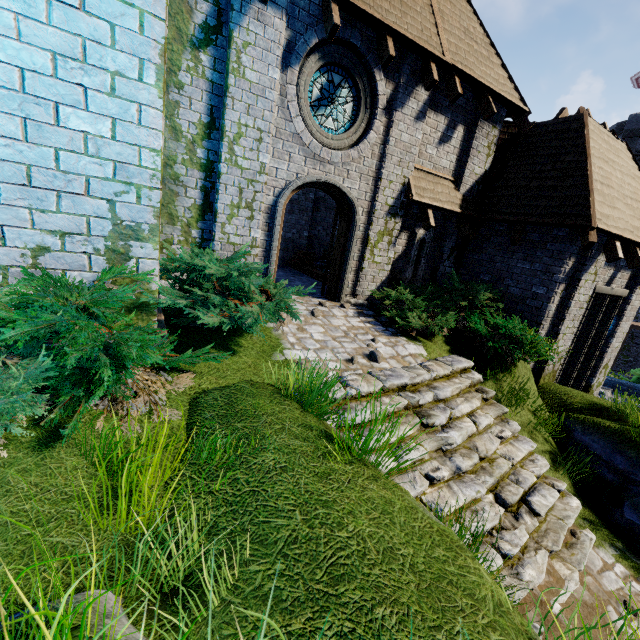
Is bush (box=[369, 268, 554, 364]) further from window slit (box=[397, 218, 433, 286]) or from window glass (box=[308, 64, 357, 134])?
window glass (box=[308, 64, 357, 134])

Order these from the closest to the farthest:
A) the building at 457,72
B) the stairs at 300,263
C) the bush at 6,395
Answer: the bush at 6,395
the building at 457,72
the stairs at 300,263

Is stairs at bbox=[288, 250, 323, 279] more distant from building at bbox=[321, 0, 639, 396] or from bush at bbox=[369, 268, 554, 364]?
bush at bbox=[369, 268, 554, 364]

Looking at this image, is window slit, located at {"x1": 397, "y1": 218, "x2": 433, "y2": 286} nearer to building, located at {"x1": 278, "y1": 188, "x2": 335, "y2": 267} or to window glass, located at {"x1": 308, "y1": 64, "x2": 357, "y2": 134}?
building, located at {"x1": 278, "y1": 188, "x2": 335, "y2": 267}

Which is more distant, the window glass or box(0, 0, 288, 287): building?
the window glass

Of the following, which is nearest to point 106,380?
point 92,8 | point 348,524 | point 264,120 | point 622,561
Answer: point 348,524

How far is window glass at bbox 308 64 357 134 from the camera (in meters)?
6.84

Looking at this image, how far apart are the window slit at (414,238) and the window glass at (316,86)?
3.04m
